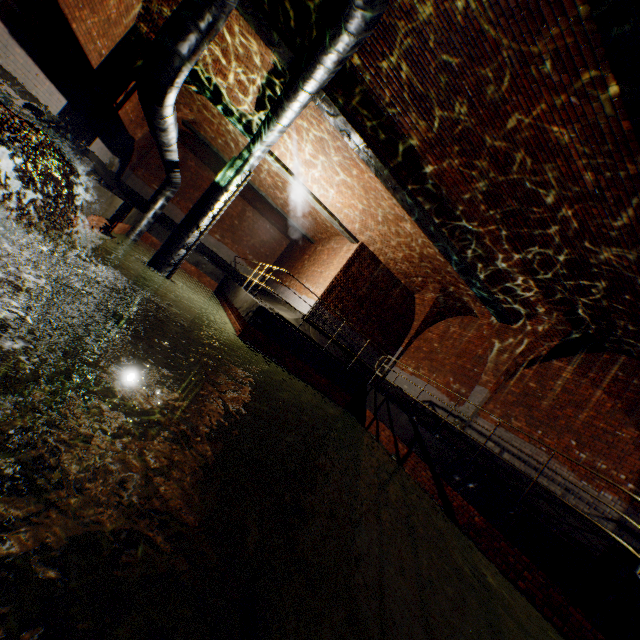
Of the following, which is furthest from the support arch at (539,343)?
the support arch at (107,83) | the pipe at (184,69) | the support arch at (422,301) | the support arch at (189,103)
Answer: the support arch at (189,103)

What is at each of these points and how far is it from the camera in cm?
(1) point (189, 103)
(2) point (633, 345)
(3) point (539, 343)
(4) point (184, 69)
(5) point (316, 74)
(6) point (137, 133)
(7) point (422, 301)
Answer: (1) support arch, 1285
(2) support arch, 778
(3) support arch, 980
(4) pipe, 536
(5) pipe, 588
(6) support arch, 1364
(7) support arch, 1416

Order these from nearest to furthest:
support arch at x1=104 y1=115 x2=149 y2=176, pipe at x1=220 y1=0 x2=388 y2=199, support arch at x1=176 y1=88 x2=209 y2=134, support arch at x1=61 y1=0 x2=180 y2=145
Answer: pipe at x1=220 y1=0 x2=388 y2=199 → support arch at x1=61 y1=0 x2=180 y2=145 → support arch at x1=176 y1=88 x2=209 y2=134 → support arch at x1=104 y1=115 x2=149 y2=176

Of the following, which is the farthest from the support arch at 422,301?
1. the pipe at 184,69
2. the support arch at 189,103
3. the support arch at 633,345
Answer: the support arch at 189,103

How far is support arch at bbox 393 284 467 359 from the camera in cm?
1301

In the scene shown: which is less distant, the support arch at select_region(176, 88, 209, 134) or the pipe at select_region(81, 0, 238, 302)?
the pipe at select_region(81, 0, 238, 302)

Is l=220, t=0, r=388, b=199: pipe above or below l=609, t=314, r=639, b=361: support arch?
below

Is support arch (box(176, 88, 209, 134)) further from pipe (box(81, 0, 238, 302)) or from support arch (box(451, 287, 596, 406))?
support arch (box(451, 287, 596, 406))
